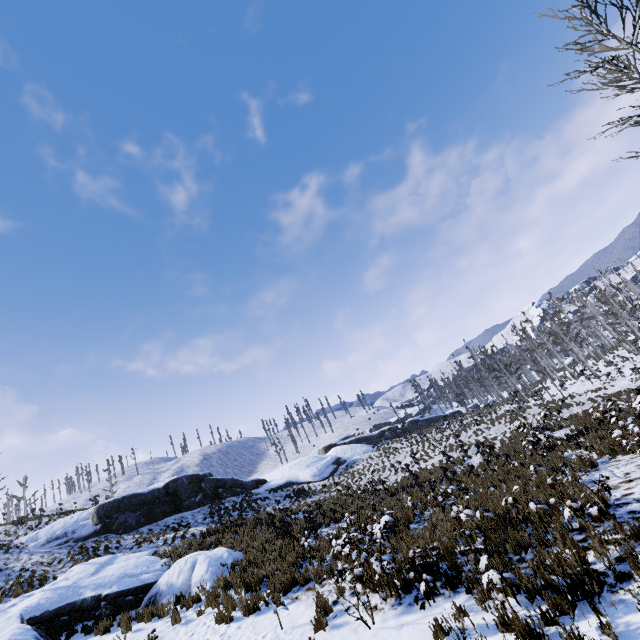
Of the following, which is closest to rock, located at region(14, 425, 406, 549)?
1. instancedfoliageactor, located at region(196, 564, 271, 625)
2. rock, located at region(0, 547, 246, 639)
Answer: rock, located at region(0, 547, 246, 639)

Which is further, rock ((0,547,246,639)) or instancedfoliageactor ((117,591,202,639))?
rock ((0,547,246,639))

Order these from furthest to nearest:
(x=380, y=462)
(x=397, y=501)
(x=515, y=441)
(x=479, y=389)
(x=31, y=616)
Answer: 1. (x=479, y=389)
2. (x=380, y=462)
3. (x=515, y=441)
4. (x=397, y=501)
5. (x=31, y=616)

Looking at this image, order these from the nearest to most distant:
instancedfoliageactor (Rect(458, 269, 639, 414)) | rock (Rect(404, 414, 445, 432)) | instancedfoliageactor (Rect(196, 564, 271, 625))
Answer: instancedfoliageactor (Rect(196, 564, 271, 625)) < instancedfoliageactor (Rect(458, 269, 639, 414)) < rock (Rect(404, 414, 445, 432))

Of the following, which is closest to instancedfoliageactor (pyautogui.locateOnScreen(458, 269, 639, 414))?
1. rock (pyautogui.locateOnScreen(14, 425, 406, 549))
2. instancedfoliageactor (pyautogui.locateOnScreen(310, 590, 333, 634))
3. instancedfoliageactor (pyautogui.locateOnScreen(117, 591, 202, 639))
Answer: instancedfoliageactor (pyautogui.locateOnScreen(310, 590, 333, 634))

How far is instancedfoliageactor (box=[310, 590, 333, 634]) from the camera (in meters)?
6.96

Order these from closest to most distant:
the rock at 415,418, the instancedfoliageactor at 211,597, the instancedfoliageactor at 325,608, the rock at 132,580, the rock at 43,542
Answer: the instancedfoliageactor at 325,608 < the instancedfoliageactor at 211,597 < the rock at 132,580 < the rock at 43,542 < the rock at 415,418

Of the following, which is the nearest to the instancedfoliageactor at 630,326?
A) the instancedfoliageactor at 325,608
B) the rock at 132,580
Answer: the instancedfoliageactor at 325,608
